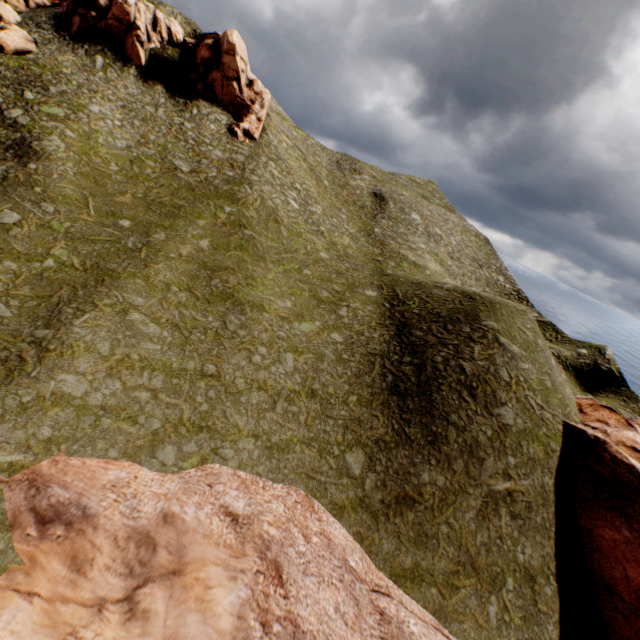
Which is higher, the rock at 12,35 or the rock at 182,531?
the rock at 12,35

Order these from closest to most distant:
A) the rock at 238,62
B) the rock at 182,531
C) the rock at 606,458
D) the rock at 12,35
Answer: the rock at 182,531 < the rock at 606,458 < the rock at 12,35 < the rock at 238,62

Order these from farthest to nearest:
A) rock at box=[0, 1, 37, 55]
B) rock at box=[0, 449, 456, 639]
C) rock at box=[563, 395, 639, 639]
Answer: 1. rock at box=[0, 1, 37, 55]
2. rock at box=[563, 395, 639, 639]
3. rock at box=[0, 449, 456, 639]

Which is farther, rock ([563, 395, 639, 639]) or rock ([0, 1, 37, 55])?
rock ([0, 1, 37, 55])

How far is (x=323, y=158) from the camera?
57.9 meters

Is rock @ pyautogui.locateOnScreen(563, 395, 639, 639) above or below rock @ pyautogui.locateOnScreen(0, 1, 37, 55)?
below
